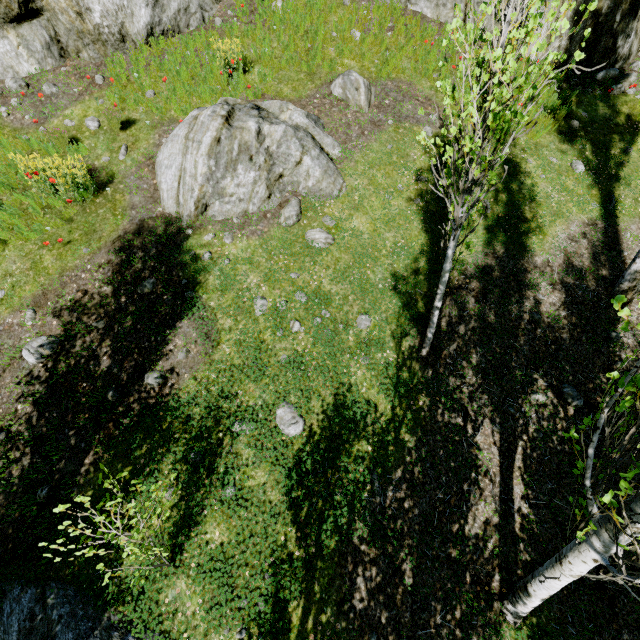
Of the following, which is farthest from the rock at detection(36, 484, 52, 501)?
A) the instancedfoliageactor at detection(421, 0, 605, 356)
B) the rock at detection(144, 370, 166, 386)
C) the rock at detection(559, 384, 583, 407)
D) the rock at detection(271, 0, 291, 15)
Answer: the rock at detection(559, 384, 583, 407)

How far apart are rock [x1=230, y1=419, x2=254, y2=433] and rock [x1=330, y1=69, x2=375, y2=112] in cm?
722

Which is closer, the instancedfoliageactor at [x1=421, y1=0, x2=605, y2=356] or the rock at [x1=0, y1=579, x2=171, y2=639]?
the instancedfoliageactor at [x1=421, y1=0, x2=605, y2=356]

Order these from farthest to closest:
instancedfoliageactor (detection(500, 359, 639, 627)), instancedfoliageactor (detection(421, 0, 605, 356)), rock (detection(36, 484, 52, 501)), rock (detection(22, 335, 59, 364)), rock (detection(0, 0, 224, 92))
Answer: rock (detection(0, 0, 224, 92)) → rock (detection(22, 335, 59, 364)) → rock (detection(36, 484, 52, 501)) → instancedfoliageactor (detection(421, 0, 605, 356)) → instancedfoliageactor (detection(500, 359, 639, 627))

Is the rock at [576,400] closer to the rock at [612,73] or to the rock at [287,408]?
the rock at [287,408]

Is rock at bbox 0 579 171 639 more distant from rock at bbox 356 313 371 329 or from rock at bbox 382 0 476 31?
rock at bbox 356 313 371 329

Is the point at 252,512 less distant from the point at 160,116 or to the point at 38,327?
the point at 38,327

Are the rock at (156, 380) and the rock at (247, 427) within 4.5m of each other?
yes
